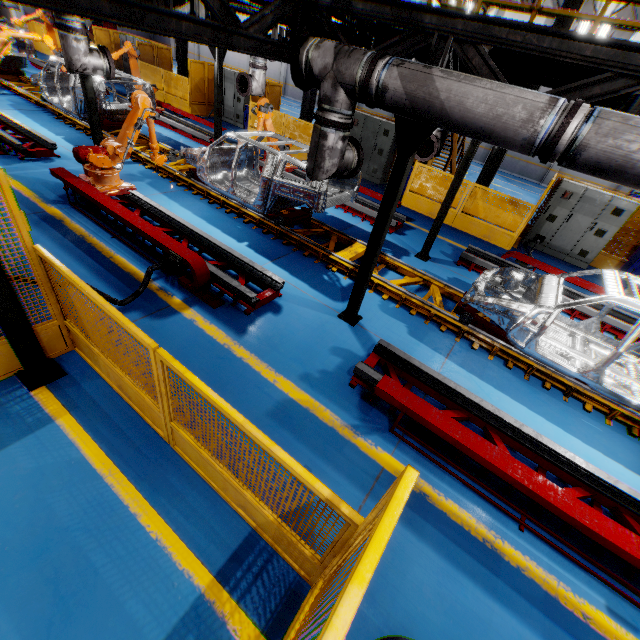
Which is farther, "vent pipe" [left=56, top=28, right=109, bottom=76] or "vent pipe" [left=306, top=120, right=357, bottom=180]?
"vent pipe" [left=56, top=28, right=109, bottom=76]

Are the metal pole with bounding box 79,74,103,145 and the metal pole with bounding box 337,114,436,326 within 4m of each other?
no

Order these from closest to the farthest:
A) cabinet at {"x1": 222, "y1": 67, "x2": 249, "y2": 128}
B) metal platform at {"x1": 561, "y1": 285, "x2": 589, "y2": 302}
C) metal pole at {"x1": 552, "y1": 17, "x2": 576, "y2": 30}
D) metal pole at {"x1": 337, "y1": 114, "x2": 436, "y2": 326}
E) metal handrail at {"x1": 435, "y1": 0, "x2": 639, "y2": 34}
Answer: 1. metal handrail at {"x1": 435, "y1": 0, "x2": 639, "y2": 34}
2. metal pole at {"x1": 337, "y1": 114, "x2": 436, "y2": 326}
3. metal platform at {"x1": 561, "y1": 285, "x2": 589, "y2": 302}
4. metal pole at {"x1": 552, "y1": 17, "x2": 576, "y2": 30}
5. cabinet at {"x1": 222, "y1": 67, "x2": 249, "y2": 128}

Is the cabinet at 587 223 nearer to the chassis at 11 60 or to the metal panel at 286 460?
the metal panel at 286 460

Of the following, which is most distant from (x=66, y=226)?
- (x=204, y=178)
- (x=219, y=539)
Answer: (x=219, y=539)

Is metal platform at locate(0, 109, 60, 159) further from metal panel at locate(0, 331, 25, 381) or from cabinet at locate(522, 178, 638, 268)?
cabinet at locate(522, 178, 638, 268)

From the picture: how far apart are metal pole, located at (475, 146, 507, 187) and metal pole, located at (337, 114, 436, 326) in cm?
776

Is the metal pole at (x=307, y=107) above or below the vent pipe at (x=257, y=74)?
below
